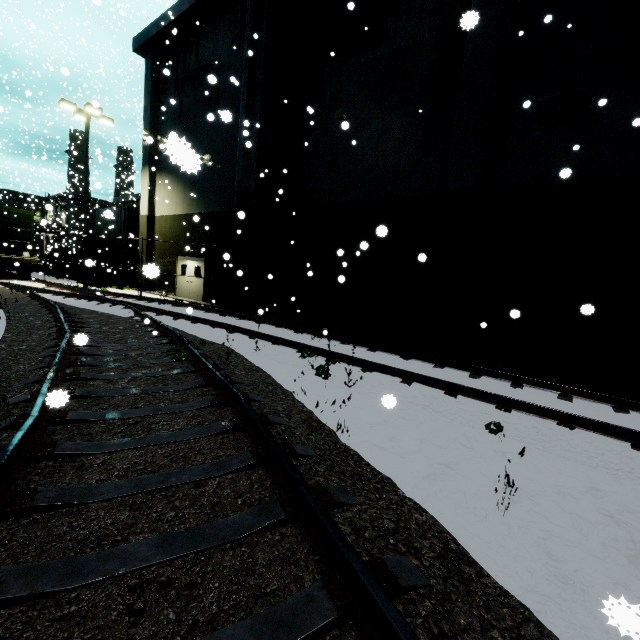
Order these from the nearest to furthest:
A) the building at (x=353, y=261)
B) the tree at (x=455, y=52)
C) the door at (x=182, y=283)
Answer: the building at (x=353, y=261)
the tree at (x=455, y=52)
the door at (x=182, y=283)

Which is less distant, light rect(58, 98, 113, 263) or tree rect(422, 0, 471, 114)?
tree rect(422, 0, 471, 114)

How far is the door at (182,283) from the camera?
18.5m

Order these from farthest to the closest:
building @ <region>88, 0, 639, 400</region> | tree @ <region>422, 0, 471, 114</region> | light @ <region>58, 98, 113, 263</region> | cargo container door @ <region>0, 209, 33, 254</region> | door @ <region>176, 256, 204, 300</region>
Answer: door @ <region>176, 256, 204, 300</region> → cargo container door @ <region>0, 209, 33, 254</region> → light @ <region>58, 98, 113, 263</region> → tree @ <region>422, 0, 471, 114</region> → building @ <region>88, 0, 639, 400</region>

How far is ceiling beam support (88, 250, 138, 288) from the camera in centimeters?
2219cm

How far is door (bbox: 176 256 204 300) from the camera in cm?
1847

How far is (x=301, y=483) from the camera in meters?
2.5 m

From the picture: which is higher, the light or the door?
the light
